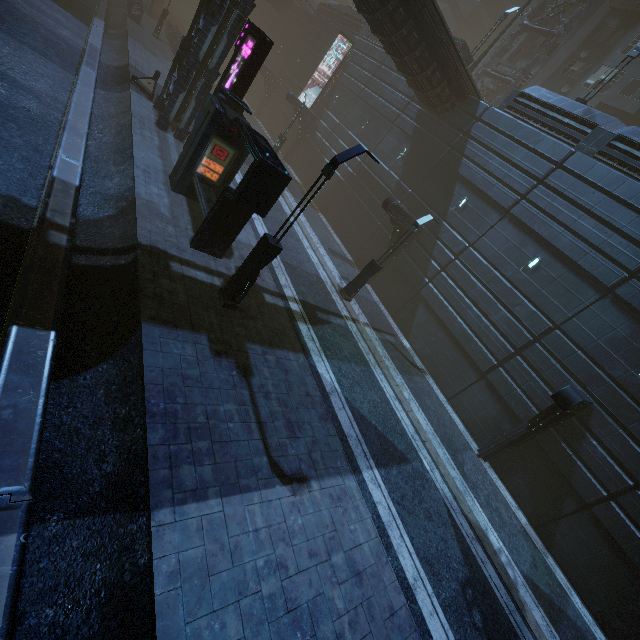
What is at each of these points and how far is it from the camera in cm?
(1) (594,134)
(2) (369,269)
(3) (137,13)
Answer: (1) building, 1490
(2) street light, 1567
(3) building, 2944

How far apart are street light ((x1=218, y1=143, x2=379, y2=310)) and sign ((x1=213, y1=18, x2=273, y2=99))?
7.35m

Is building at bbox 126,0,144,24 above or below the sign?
below

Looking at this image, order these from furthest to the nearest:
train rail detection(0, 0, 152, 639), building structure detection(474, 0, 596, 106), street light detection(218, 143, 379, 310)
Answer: building structure detection(474, 0, 596, 106), street light detection(218, 143, 379, 310), train rail detection(0, 0, 152, 639)

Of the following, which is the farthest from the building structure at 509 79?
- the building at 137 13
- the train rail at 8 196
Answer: the train rail at 8 196

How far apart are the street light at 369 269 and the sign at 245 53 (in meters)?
8.39

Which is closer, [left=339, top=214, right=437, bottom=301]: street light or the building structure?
[left=339, top=214, right=437, bottom=301]: street light

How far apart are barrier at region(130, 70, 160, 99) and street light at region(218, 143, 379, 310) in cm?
1507
